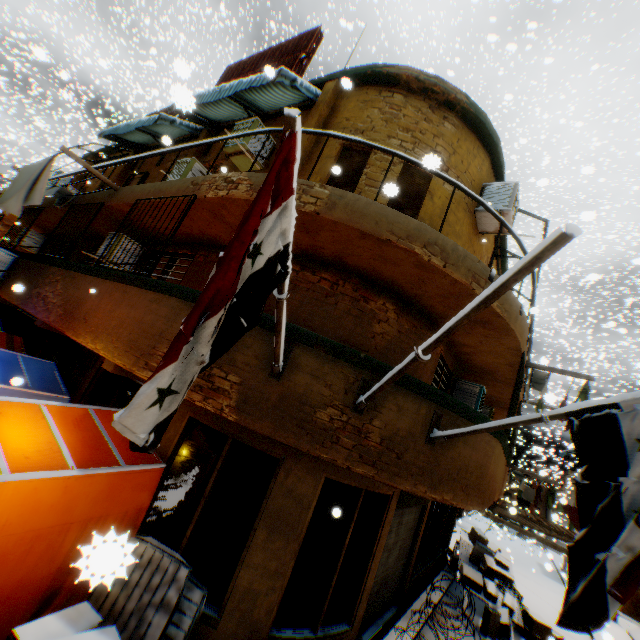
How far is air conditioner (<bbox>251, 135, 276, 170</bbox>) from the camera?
7.7m

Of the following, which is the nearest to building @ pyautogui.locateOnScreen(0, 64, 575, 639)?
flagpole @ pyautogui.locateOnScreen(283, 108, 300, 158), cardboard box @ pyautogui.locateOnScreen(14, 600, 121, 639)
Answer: flagpole @ pyautogui.locateOnScreen(283, 108, 300, 158)

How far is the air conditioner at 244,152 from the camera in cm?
732

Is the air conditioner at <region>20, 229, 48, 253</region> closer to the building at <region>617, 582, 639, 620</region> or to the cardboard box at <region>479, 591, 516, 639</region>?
the building at <region>617, 582, 639, 620</region>

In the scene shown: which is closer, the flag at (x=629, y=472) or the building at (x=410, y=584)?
the flag at (x=629, y=472)

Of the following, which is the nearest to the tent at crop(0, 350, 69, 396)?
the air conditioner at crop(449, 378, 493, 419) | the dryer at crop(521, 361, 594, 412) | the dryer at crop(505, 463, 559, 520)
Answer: the air conditioner at crop(449, 378, 493, 419)

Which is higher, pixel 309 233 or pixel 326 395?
pixel 309 233

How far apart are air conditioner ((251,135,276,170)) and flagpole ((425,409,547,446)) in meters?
6.7
